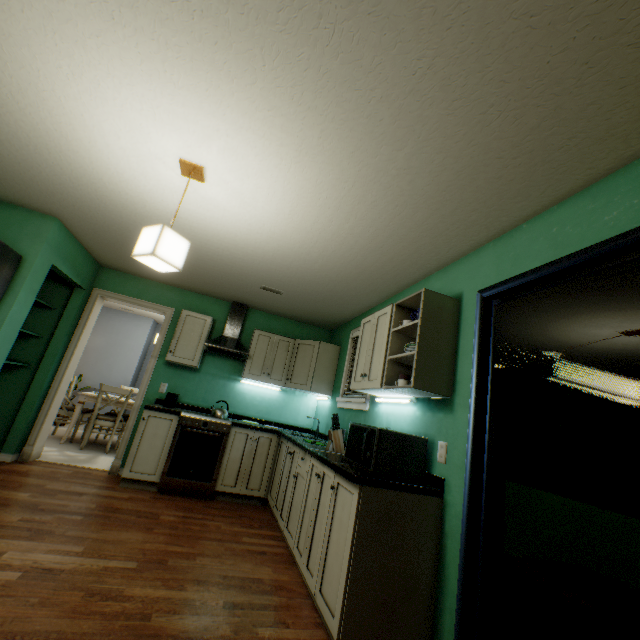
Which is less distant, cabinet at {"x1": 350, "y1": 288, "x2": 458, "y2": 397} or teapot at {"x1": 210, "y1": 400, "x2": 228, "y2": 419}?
cabinet at {"x1": 350, "y1": 288, "x2": 458, "y2": 397}

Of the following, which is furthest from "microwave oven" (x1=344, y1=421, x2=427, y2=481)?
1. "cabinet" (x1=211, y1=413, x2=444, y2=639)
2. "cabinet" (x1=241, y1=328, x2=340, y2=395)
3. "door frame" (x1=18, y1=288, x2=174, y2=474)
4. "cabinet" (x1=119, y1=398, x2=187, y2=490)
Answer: "door frame" (x1=18, y1=288, x2=174, y2=474)

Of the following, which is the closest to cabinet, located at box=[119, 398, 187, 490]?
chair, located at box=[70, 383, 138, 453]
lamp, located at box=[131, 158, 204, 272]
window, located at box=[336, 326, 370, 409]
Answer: chair, located at box=[70, 383, 138, 453]

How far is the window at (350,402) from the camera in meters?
3.3

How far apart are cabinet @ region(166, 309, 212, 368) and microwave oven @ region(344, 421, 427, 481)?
2.5 meters

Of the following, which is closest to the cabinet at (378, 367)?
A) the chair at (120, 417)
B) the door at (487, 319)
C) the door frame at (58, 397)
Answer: the door at (487, 319)

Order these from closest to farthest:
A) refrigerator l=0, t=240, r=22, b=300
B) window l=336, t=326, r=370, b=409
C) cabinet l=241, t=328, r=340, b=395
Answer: refrigerator l=0, t=240, r=22, b=300, window l=336, t=326, r=370, b=409, cabinet l=241, t=328, r=340, b=395

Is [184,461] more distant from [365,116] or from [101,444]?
[365,116]
